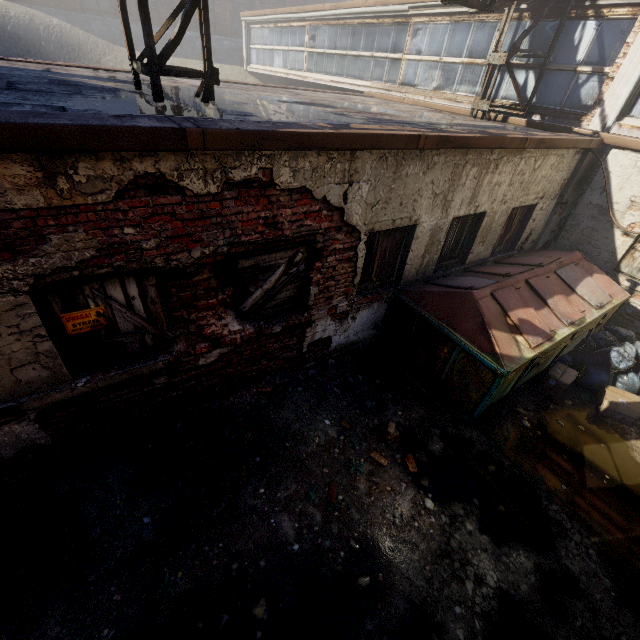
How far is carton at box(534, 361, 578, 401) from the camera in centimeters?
566cm

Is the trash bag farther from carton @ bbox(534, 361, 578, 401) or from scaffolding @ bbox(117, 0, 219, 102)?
scaffolding @ bbox(117, 0, 219, 102)

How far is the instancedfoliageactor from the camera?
4.7m

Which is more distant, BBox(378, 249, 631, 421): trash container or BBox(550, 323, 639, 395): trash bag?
BBox(550, 323, 639, 395): trash bag

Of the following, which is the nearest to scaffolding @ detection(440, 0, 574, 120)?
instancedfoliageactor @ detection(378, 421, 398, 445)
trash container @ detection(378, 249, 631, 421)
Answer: trash container @ detection(378, 249, 631, 421)

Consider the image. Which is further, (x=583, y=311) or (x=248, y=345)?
(x=583, y=311)

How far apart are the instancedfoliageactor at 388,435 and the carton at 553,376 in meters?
3.1

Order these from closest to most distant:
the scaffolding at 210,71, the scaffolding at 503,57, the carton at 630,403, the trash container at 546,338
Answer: the scaffolding at 210,71 < the trash container at 546,338 < the carton at 630,403 < the scaffolding at 503,57
